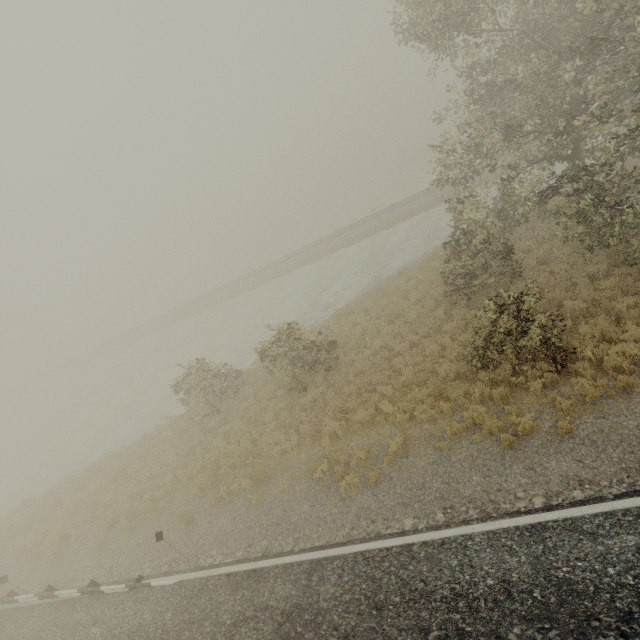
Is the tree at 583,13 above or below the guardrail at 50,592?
above

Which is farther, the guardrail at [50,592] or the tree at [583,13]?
the guardrail at [50,592]

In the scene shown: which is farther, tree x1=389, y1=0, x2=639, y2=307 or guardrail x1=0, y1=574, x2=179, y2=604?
guardrail x1=0, y1=574, x2=179, y2=604

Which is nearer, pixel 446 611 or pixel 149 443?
pixel 446 611

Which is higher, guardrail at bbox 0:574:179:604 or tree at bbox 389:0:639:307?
tree at bbox 389:0:639:307
